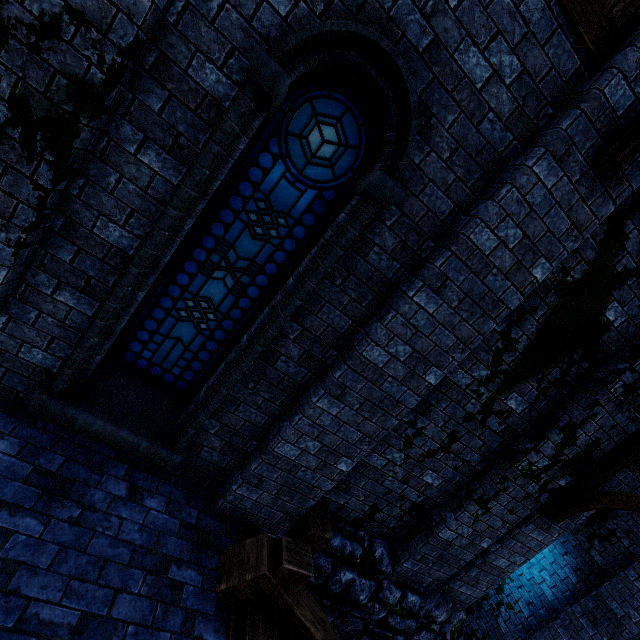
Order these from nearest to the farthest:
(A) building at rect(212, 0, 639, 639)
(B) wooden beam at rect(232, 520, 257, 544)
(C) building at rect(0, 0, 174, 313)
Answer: (C) building at rect(0, 0, 174, 313), (A) building at rect(212, 0, 639, 639), (B) wooden beam at rect(232, 520, 257, 544)

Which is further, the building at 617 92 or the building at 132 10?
the building at 617 92

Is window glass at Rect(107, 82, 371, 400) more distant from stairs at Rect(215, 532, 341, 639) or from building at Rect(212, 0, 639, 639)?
stairs at Rect(215, 532, 341, 639)

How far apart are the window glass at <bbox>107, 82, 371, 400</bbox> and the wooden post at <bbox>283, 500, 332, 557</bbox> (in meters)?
2.11

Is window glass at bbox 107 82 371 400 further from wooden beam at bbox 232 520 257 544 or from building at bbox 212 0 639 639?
wooden beam at bbox 232 520 257 544

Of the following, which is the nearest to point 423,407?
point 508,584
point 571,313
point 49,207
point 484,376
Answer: point 484,376

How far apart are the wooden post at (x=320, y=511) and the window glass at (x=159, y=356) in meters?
2.1 m

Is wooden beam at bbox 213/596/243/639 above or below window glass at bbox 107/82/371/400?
below
